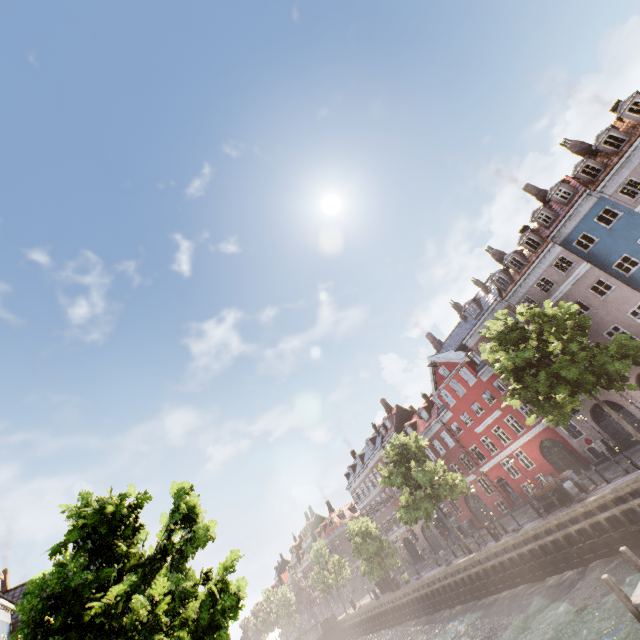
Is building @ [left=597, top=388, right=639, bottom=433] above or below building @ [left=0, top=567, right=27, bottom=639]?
below

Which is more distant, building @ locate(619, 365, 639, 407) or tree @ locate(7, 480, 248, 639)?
building @ locate(619, 365, 639, 407)

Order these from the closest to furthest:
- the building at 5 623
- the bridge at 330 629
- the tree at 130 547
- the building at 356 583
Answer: the tree at 130 547 → the building at 5 623 → the bridge at 330 629 → the building at 356 583

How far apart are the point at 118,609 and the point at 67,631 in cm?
90

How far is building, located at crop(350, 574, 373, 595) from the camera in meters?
58.6

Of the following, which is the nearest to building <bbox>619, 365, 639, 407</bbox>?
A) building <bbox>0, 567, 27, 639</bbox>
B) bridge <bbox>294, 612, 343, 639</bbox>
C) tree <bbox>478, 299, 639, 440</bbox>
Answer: tree <bbox>478, 299, 639, 440</bbox>

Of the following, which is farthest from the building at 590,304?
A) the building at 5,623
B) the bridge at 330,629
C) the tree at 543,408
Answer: the building at 5,623

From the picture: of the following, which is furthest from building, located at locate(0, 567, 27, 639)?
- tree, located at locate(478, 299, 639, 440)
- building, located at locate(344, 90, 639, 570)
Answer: building, located at locate(344, 90, 639, 570)
